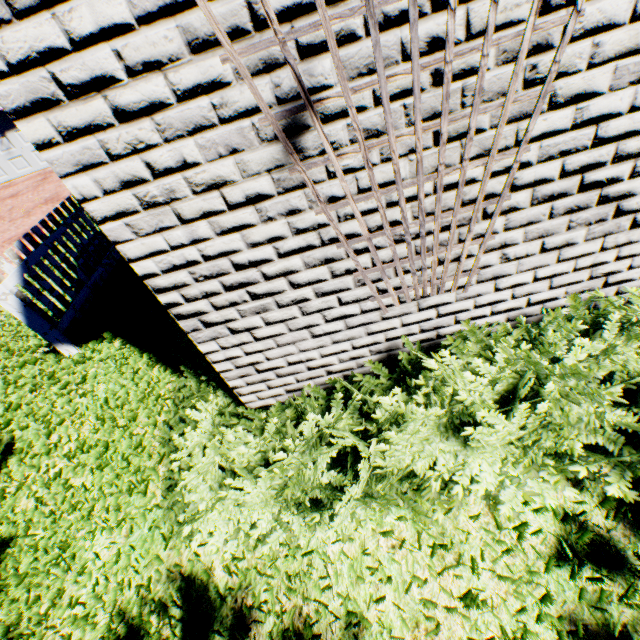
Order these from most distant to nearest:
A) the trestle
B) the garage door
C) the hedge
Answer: the garage door
the hedge
the trestle

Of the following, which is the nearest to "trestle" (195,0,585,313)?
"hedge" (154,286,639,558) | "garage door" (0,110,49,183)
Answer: "hedge" (154,286,639,558)

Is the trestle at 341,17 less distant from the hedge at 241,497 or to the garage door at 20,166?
the hedge at 241,497

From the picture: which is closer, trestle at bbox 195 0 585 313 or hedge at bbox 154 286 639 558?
trestle at bbox 195 0 585 313

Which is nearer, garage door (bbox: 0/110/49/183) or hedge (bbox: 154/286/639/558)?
hedge (bbox: 154/286/639/558)

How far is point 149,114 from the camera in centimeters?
130cm
